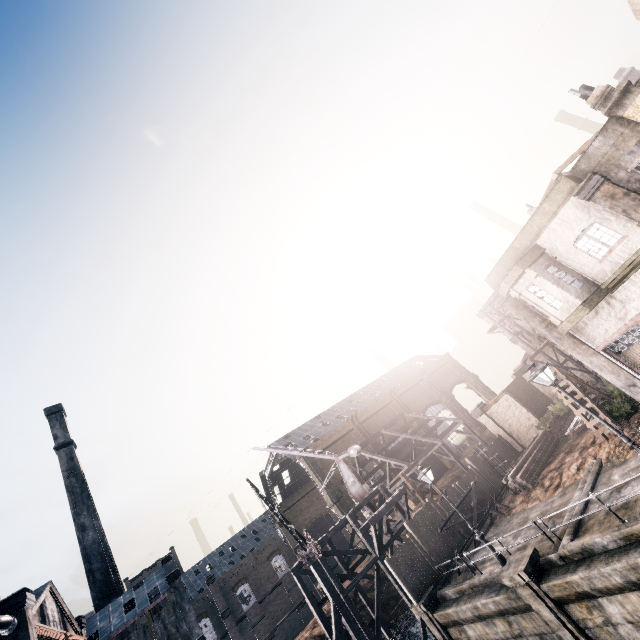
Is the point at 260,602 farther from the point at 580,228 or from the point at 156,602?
the point at 580,228

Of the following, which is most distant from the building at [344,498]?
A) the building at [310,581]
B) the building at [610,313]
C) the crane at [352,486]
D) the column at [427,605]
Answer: the building at [610,313]

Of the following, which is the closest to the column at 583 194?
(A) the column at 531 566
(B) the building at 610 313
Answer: (B) the building at 610 313

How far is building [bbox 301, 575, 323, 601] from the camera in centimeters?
5609cm

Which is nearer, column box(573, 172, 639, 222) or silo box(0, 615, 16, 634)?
column box(573, 172, 639, 222)

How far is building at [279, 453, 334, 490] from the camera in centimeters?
5303cm

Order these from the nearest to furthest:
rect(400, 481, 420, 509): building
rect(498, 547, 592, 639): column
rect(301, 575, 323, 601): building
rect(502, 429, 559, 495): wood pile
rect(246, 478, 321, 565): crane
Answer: rect(498, 547, 592, 639): column → rect(502, 429, 559, 495): wood pile → rect(246, 478, 321, 565): crane → rect(400, 481, 420, 509): building → rect(301, 575, 323, 601): building

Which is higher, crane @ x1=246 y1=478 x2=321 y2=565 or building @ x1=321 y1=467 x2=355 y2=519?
building @ x1=321 y1=467 x2=355 y2=519
